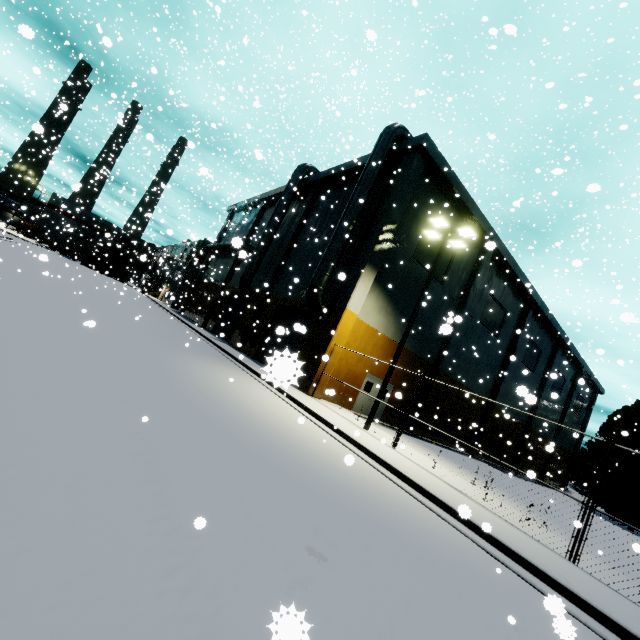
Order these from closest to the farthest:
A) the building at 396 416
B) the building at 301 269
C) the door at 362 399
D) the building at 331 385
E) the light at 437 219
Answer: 1. the light at 437 219
2. the building at 331 385
3. the door at 362 399
4. the building at 396 416
5. the building at 301 269

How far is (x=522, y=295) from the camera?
29.2 meters

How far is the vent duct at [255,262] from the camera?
25.6m

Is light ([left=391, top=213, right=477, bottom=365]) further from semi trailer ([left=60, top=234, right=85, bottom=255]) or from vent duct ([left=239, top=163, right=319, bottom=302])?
semi trailer ([left=60, top=234, right=85, bottom=255])

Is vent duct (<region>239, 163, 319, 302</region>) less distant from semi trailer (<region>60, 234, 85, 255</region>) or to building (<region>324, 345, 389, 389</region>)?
building (<region>324, 345, 389, 389</region>)

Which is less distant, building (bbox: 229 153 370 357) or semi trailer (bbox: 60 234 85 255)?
building (bbox: 229 153 370 357)

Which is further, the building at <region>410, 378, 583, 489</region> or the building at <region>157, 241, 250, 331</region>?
the building at <region>157, 241, 250, 331</region>

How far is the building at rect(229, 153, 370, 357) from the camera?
22.4m
